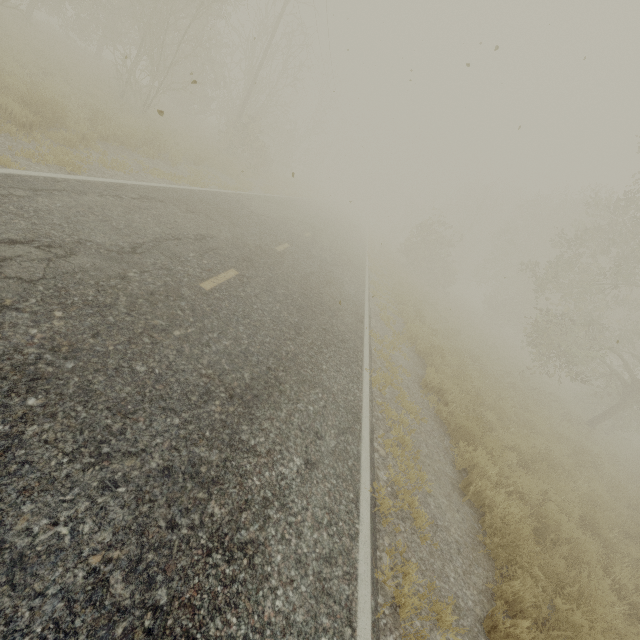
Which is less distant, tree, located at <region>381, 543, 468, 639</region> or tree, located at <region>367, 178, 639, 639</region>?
tree, located at <region>381, 543, 468, 639</region>

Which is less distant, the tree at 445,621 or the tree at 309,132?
the tree at 445,621

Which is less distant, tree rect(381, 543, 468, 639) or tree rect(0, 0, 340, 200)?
tree rect(381, 543, 468, 639)

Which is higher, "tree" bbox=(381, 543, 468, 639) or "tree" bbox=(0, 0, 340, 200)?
"tree" bbox=(0, 0, 340, 200)

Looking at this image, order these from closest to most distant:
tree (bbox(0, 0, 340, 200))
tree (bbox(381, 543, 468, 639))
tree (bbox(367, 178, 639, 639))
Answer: tree (bbox(381, 543, 468, 639))
tree (bbox(367, 178, 639, 639))
tree (bbox(0, 0, 340, 200))

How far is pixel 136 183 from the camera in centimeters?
817cm
